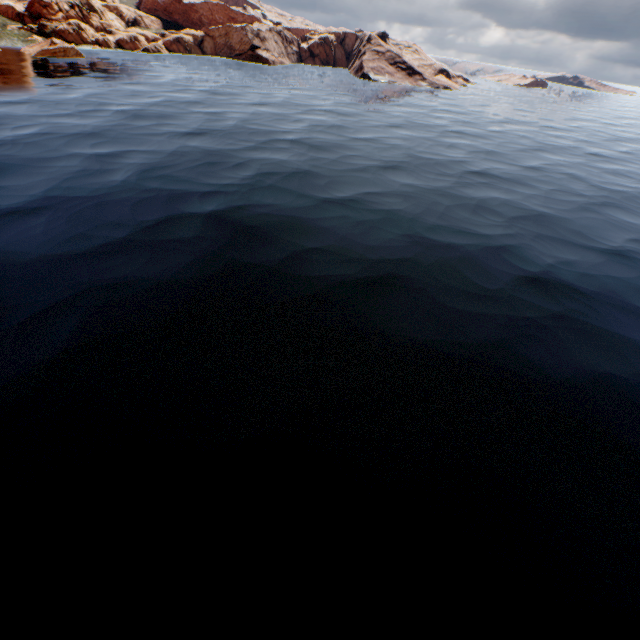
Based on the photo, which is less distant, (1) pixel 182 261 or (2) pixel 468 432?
(2) pixel 468 432

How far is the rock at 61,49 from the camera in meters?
58.3 m

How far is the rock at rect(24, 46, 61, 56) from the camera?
58.3m
